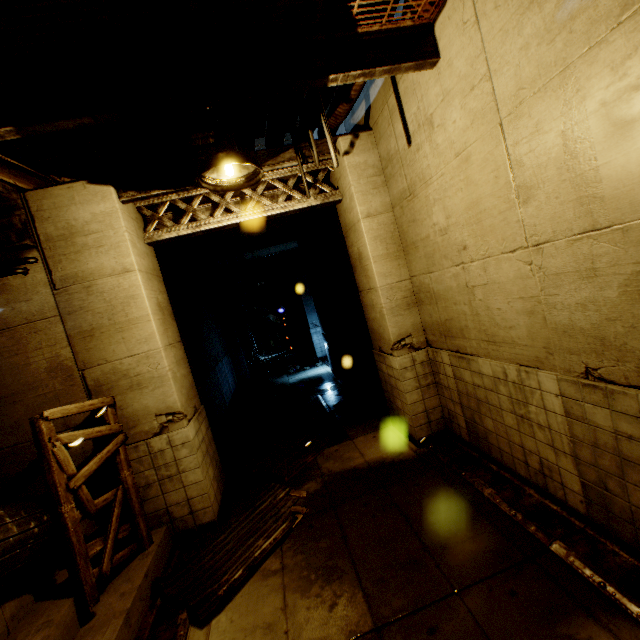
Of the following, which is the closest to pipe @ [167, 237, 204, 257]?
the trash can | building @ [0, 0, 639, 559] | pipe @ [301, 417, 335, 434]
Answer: building @ [0, 0, 639, 559]

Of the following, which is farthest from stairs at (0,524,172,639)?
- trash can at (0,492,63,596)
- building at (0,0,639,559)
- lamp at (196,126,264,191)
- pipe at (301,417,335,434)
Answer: lamp at (196,126,264,191)

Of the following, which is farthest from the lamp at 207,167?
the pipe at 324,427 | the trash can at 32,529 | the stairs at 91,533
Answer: the pipe at 324,427

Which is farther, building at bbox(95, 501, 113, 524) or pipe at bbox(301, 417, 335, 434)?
pipe at bbox(301, 417, 335, 434)

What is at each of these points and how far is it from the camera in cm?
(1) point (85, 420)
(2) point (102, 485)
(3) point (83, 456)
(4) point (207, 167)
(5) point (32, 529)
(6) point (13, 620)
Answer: (1) building, 503
(2) building, 509
(3) building, 504
(4) lamp, 316
(5) trash can, 351
(6) stairs, 342

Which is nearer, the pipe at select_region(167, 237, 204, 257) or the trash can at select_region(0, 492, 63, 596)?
the trash can at select_region(0, 492, 63, 596)

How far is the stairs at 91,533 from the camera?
4.8m

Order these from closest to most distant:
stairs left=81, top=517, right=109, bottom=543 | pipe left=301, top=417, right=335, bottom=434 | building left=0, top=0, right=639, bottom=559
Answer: building left=0, top=0, right=639, bottom=559 → stairs left=81, top=517, right=109, bottom=543 → pipe left=301, top=417, right=335, bottom=434
